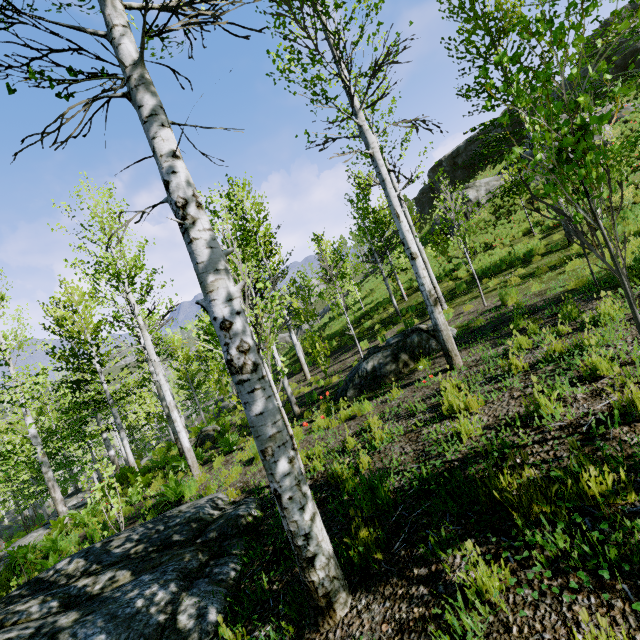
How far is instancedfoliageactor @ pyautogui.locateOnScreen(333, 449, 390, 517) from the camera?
3.0 meters

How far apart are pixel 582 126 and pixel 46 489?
33.5m

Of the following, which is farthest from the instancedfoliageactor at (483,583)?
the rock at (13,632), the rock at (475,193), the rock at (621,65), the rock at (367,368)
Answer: the rock at (475,193)

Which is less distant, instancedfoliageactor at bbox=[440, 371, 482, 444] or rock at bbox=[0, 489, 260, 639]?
rock at bbox=[0, 489, 260, 639]

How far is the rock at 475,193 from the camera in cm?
2372

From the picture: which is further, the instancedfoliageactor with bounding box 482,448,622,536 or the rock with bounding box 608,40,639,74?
the rock with bounding box 608,40,639,74

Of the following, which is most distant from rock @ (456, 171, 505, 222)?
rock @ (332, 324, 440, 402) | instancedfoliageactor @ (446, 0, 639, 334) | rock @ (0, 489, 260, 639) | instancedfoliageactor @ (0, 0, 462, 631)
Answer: instancedfoliageactor @ (446, 0, 639, 334)

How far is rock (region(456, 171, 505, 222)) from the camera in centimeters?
2372cm
